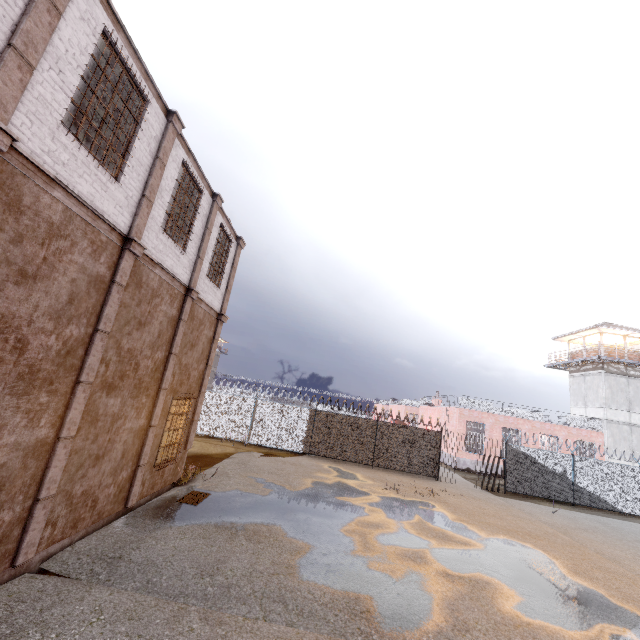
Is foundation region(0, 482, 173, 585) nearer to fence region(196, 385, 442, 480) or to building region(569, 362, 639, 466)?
fence region(196, 385, 442, 480)

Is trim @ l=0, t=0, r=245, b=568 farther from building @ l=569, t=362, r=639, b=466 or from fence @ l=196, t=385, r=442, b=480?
building @ l=569, t=362, r=639, b=466

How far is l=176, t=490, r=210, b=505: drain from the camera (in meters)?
9.19

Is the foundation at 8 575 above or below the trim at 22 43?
below

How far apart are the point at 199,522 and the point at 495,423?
26.6 meters

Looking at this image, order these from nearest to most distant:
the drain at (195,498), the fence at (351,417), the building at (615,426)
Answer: the drain at (195,498) < the fence at (351,417) < the building at (615,426)

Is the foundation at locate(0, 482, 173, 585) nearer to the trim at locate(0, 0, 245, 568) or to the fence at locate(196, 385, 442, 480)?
the trim at locate(0, 0, 245, 568)

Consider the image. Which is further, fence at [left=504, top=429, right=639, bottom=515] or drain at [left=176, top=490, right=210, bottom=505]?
fence at [left=504, top=429, right=639, bottom=515]
